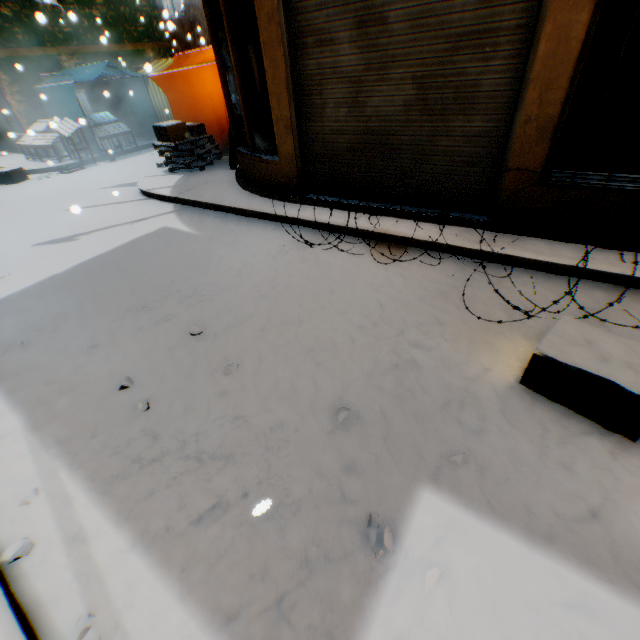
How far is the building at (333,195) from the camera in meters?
5.4 m

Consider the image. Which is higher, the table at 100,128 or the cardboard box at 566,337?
the table at 100,128

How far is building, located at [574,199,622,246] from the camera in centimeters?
353cm

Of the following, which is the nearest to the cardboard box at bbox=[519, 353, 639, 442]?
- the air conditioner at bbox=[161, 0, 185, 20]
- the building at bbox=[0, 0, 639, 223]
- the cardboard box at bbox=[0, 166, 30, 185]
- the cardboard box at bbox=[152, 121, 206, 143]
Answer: the building at bbox=[0, 0, 639, 223]

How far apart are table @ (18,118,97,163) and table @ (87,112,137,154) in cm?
22

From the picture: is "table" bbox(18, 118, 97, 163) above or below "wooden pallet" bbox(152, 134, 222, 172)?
above

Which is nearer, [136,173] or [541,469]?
[541,469]

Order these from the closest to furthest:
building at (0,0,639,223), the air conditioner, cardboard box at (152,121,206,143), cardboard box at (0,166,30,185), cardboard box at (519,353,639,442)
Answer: cardboard box at (519,353,639,442) < building at (0,0,639,223) < cardboard box at (152,121,206,143) < cardboard box at (0,166,30,185) < the air conditioner
